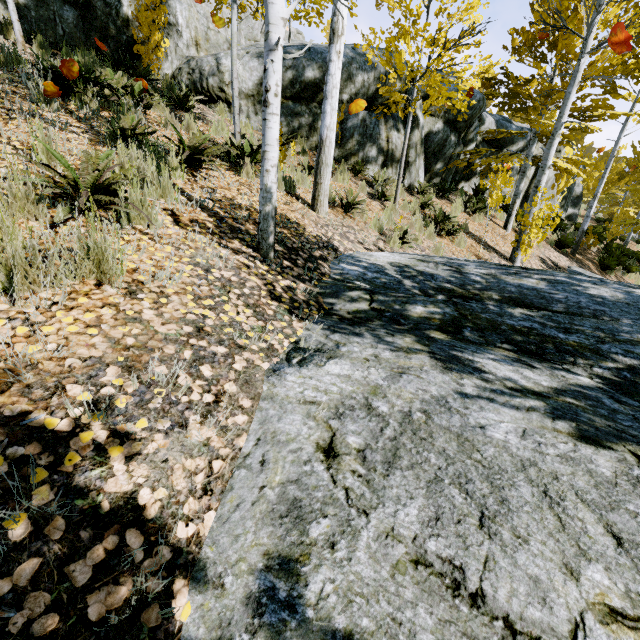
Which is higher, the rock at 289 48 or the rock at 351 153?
the rock at 289 48

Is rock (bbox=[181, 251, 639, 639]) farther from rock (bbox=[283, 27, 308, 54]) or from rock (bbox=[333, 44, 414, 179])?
rock (bbox=[283, 27, 308, 54])

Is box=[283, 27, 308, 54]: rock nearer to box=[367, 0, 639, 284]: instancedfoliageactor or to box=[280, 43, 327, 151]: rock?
box=[367, 0, 639, 284]: instancedfoliageactor

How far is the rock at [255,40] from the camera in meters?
7.9

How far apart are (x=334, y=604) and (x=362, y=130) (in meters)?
9.98

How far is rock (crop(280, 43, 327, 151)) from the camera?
8.02m

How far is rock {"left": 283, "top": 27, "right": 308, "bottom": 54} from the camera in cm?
814
